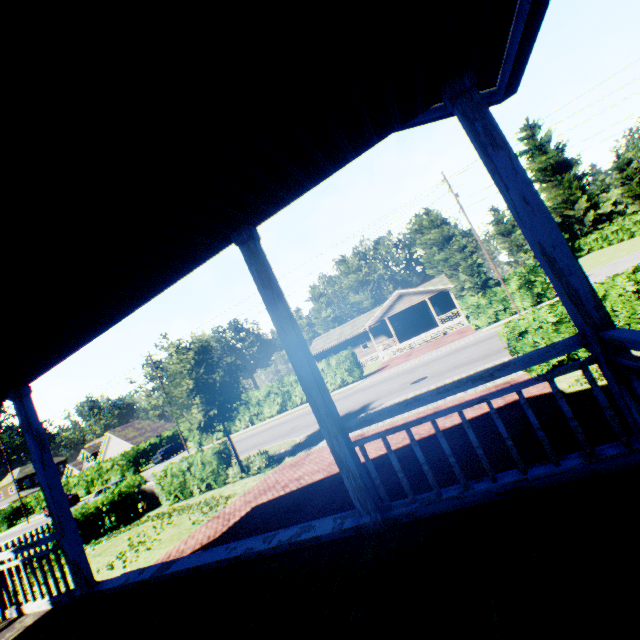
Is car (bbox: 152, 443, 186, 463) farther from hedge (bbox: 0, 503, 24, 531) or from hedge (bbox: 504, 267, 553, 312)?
hedge (bbox: 504, 267, 553, 312)

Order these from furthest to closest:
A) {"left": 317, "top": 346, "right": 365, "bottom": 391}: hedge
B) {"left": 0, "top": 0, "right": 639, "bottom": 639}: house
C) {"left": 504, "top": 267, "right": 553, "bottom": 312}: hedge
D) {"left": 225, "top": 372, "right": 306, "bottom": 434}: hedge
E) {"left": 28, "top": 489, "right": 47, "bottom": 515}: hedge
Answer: {"left": 28, "top": 489, "right": 47, "bottom": 515}: hedge < {"left": 225, "top": 372, "right": 306, "bottom": 434}: hedge < {"left": 317, "top": 346, "right": 365, "bottom": 391}: hedge < {"left": 504, "top": 267, "right": 553, "bottom": 312}: hedge < {"left": 0, "top": 0, "right": 639, "bottom": 639}: house

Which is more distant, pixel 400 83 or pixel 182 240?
pixel 182 240

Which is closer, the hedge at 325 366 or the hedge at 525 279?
the hedge at 525 279

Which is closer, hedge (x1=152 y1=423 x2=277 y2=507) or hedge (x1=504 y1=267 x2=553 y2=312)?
hedge (x1=152 y1=423 x2=277 y2=507)

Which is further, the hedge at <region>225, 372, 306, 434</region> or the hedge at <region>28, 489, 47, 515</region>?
the hedge at <region>28, 489, 47, 515</region>

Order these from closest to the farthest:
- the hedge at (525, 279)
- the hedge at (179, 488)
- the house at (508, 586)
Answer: the house at (508, 586)
the hedge at (179, 488)
the hedge at (525, 279)
